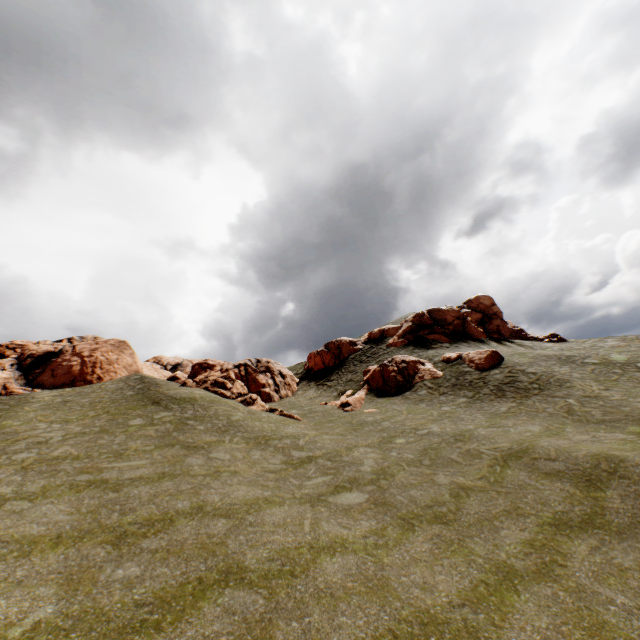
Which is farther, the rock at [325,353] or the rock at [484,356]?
the rock at [325,353]

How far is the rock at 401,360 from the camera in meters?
28.3 m

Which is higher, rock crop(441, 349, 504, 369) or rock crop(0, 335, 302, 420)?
rock crop(0, 335, 302, 420)

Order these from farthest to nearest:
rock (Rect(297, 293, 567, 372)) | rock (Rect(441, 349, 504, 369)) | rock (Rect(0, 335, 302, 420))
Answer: rock (Rect(297, 293, 567, 372)) < rock (Rect(0, 335, 302, 420)) < rock (Rect(441, 349, 504, 369))

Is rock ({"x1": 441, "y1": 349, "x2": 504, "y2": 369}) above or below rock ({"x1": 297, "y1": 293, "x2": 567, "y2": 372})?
below

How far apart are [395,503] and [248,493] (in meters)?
5.54

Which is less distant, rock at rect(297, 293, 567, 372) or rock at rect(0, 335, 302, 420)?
rock at rect(0, 335, 302, 420)

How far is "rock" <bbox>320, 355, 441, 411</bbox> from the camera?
28.3m
